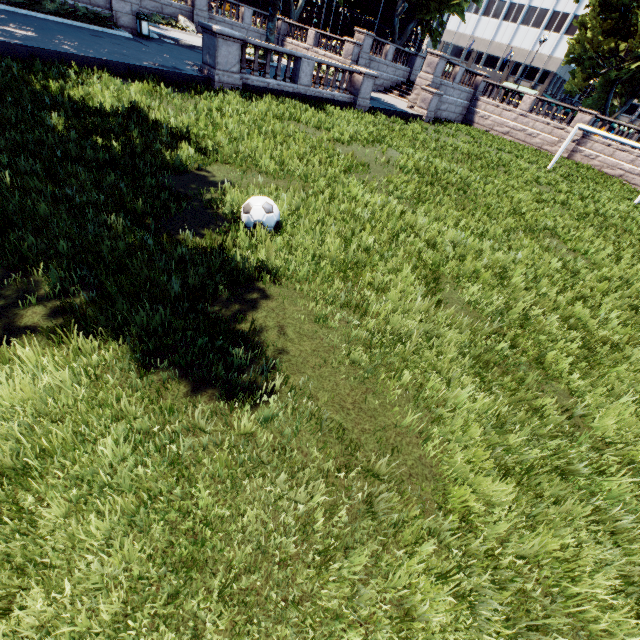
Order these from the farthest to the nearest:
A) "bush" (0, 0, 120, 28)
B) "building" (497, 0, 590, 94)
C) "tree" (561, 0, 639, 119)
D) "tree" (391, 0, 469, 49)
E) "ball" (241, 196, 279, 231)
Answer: "building" (497, 0, 590, 94), "tree" (391, 0, 469, 49), "tree" (561, 0, 639, 119), "bush" (0, 0, 120, 28), "ball" (241, 196, 279, 231)

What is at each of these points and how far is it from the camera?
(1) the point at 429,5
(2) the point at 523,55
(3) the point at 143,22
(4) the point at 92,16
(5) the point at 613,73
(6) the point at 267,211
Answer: (1) tree, 29.8m
(2) building, 59.8m
(3) garbage can, 18.3m
(4) bush, 16.2m
(5) tree, 28.3m
(6) ball, 5.6m

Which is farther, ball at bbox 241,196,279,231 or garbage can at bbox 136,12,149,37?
garbage can at bbox 136,12,149,37

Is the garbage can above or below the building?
below

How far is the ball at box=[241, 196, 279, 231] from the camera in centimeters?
552cm

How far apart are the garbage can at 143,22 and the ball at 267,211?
21.1 meters

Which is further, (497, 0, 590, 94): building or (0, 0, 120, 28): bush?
(497, 0, 590, 94): building

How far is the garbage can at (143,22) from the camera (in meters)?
18.19
